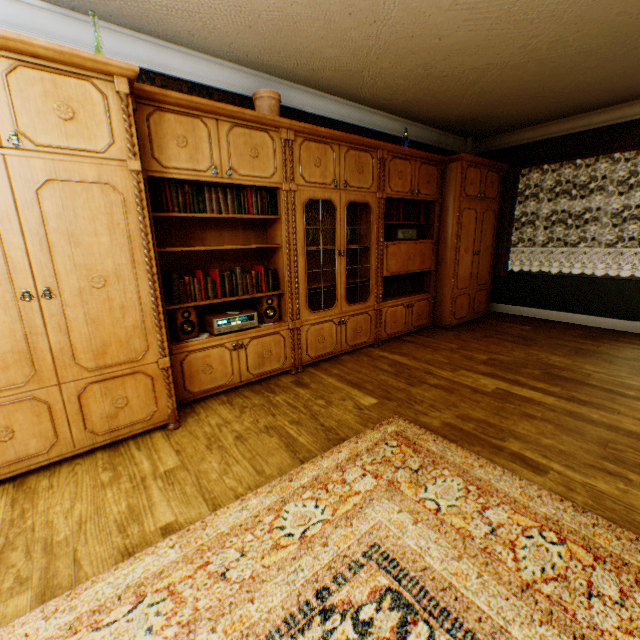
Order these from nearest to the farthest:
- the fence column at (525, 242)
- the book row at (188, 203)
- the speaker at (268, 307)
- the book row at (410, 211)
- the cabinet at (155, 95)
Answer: the cabinet at (155, 95), the book row at (188, 203), the speaker at (268, 307), the book row at (410, 211), the fence column at (525, 242)

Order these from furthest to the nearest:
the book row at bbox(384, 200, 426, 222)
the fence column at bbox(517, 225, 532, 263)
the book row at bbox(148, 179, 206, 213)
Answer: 1. the fence column at bbox(517, 225, 532, 263)
2. the book row at bbox(384, 200, 426, 222)
3. the book row at bbox(148, 179, 206, 213)

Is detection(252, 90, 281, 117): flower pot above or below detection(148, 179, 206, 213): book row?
above

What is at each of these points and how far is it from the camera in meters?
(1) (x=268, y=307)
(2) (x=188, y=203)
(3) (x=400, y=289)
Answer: (1) speaker, 3.5
(2) book row, 2.8
(3) book row, 4.9

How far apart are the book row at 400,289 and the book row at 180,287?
1.66m

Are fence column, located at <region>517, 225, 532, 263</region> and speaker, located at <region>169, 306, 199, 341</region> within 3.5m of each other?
no

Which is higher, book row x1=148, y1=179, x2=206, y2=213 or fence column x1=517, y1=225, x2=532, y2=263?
book row x1=148, y1=179, x2=206, y2=213

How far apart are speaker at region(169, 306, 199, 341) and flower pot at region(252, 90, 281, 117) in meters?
1.9 m
